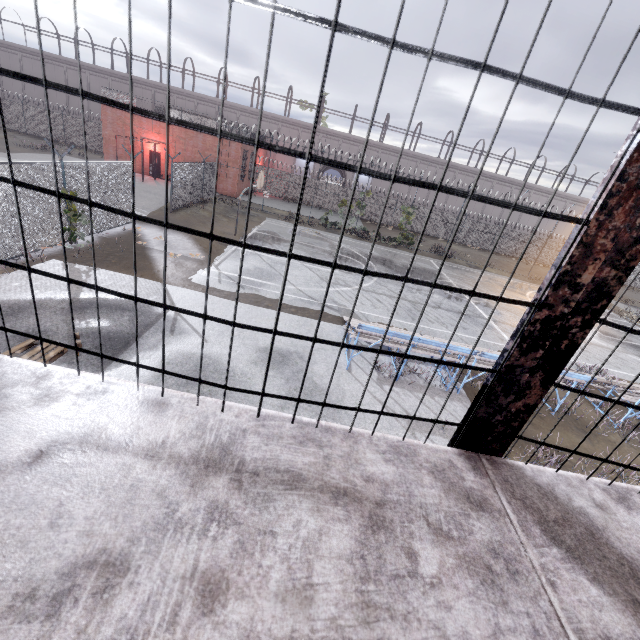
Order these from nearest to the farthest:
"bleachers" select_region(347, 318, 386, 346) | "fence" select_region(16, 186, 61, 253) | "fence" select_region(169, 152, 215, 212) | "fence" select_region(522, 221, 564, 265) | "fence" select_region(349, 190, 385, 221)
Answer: "bleachers" select_region(347, 318, 386, 346)
"fence" select_region(16, 186, 61, 253)
"fence" select_region(169, 152, 215, 212)
"fence" select_region(522, 221, 564, 265)
"fence" select_region(349, 190, 385, 221)

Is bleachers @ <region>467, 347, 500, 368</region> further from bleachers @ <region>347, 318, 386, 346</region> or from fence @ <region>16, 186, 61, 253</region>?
fence @ <region>16, 186, 61, 253</region>

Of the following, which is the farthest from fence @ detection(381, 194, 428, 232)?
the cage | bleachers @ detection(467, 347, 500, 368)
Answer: bleachers @ detection(467, 347, 500, 368)

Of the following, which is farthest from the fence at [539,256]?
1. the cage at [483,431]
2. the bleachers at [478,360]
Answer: the bleachers at [478,360]

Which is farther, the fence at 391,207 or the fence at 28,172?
the fence at 391,207

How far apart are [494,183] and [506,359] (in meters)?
47.67
